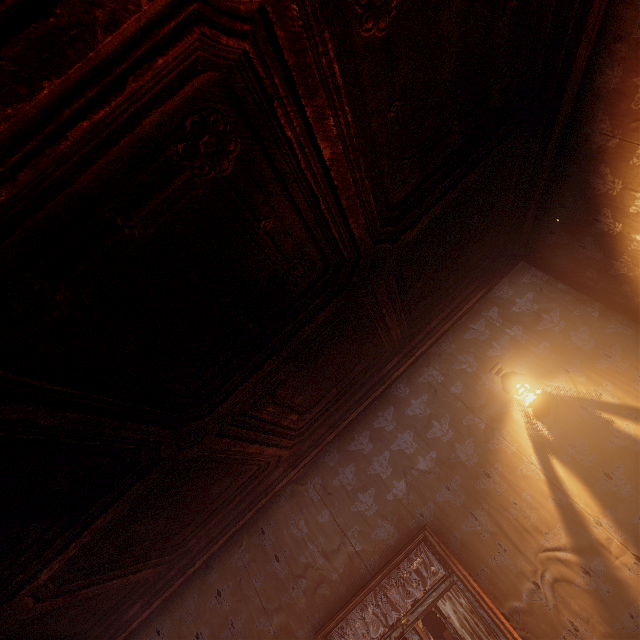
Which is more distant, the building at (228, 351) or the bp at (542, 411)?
the bp at (542, 411)

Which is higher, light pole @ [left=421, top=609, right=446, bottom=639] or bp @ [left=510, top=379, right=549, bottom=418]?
bp @ [left=510, top=379, right=549, bottom=418]

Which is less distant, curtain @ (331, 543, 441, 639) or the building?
the building

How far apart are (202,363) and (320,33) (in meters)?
1.73

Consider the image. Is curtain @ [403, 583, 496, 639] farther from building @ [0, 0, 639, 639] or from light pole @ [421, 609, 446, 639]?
light pole @ [421, 609, 446, 639]

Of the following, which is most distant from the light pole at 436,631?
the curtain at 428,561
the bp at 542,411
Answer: the bp at 542,411

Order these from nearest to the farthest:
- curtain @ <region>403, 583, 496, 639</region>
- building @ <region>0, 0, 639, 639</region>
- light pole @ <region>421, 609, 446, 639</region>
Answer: building @ <region>0, 0, 639, 639</region> → curtain @ <region>403, 583, 496, 639</region> → light pole @ <region>421, 609, 446, 639</region>
